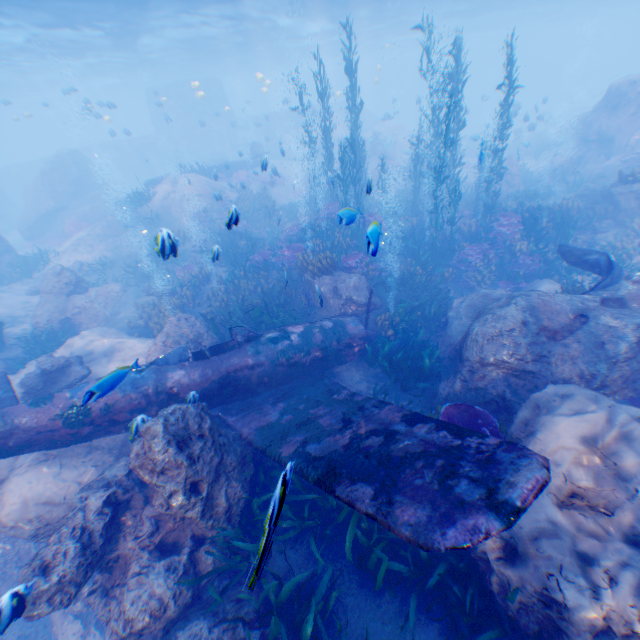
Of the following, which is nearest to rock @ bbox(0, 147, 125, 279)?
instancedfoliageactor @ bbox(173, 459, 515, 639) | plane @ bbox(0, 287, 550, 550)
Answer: plane @ bbox(0, 287, 550, 550)

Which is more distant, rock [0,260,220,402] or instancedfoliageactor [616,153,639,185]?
instancedfoliageactor [616,153,639,185]

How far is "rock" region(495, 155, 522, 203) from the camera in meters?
20.3 m

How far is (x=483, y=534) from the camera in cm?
Answer: 304

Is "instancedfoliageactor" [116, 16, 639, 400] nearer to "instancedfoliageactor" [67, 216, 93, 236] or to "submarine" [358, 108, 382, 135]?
"submarine" [358, 108, 382, 135]

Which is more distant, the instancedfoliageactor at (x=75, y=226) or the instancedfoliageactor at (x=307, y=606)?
the instancedfoliageactor at (x=75, y=226)

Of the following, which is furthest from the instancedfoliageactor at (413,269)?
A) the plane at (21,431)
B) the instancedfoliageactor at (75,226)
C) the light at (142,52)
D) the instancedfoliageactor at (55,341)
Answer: the instancedfoliageactor at (75,226)

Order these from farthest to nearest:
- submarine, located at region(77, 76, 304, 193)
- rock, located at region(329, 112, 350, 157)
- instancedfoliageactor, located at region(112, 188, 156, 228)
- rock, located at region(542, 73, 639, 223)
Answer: submarine, located at region(77, 76, 304, 193)
rock, located at region(329, 112, 350, 157)
instancedfoliageactor, located at region(112, 188, 156, 228)
rock, located at region(542, 73, 639, 223)
